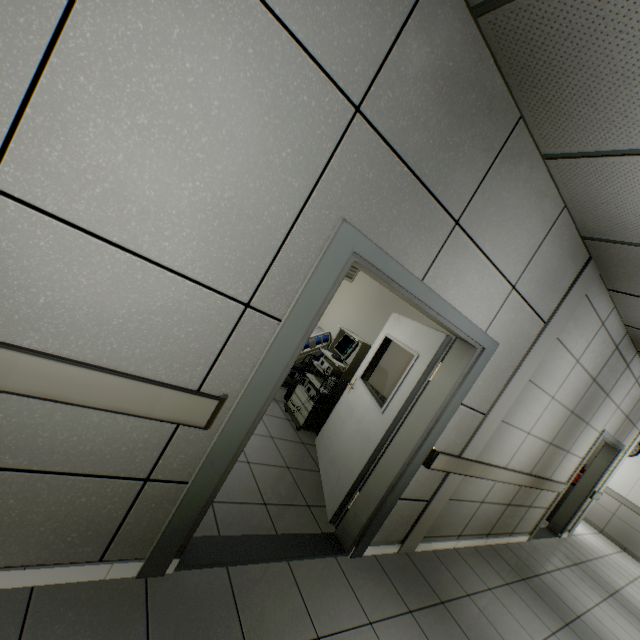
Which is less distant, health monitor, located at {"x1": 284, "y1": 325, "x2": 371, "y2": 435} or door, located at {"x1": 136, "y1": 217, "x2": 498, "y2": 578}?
door, located at {"x1": 136, "y1": 217, "x2": 498, "y2": 578}

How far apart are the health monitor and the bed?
0.1m

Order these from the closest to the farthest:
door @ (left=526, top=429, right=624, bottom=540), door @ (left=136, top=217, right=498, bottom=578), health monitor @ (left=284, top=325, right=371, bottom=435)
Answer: door @ (left=136, top=217, right=498, bottom=578) → health monitor @ (left=284, top=325, right=371, bottom=435) → door @ (left=526, top=429, right=624, bottom=540)

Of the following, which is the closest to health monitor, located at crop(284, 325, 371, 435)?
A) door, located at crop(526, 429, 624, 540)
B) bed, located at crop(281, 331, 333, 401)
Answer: bed, located at crop(281, 331, 333, 401)

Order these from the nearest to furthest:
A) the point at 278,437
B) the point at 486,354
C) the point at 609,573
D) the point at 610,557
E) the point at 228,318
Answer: the point at 228,318 < the point at 486,354 < the point at 278,437 < the point at 609,573 < the point at 610,557

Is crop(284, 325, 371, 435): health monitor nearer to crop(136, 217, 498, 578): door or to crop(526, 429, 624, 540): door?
crop(136, 217, 498, 578): door

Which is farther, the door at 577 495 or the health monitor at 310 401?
the door at 577 495

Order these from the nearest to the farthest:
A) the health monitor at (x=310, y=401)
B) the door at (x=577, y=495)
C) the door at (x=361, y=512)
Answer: the door at (x=361, y=512), the health monitor at (x=310, y=401), the door at (x=577, y=495)
